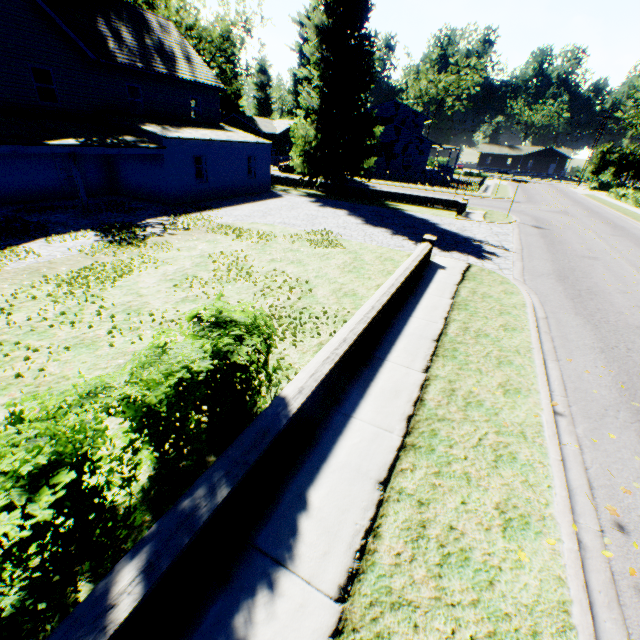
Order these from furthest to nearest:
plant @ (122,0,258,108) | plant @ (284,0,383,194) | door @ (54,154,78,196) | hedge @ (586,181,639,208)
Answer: hedge @ (586,181,639,208)
plant @ (122,0,258,108)
plant @ (284,0,383,194)
door @ (54,154,78,196)

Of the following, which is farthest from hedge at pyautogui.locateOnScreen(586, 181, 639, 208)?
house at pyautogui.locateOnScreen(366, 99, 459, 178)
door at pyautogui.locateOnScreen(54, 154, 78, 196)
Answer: door at pyautogui.locateOnScreen(54, 154, 78, 196)

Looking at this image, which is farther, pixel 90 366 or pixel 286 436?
pixel 90 366

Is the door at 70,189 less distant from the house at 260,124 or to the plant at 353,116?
the plant at 353,116

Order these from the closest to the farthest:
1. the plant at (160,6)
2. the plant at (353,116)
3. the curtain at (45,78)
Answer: the curtain at (45,78), the plant at (353,116), the plant at (160,6)

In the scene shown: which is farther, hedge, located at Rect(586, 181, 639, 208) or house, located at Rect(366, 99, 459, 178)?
house, located at Rect(366, 99, 459, 178)

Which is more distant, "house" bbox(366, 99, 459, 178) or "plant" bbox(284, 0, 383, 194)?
"house" bbox(366, 99, 459, 178)

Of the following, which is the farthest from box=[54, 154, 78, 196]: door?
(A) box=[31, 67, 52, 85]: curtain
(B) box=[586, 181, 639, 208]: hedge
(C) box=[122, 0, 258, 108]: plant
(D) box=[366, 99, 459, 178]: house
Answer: (B) box=[586, 181, 639, 208]: hedge
